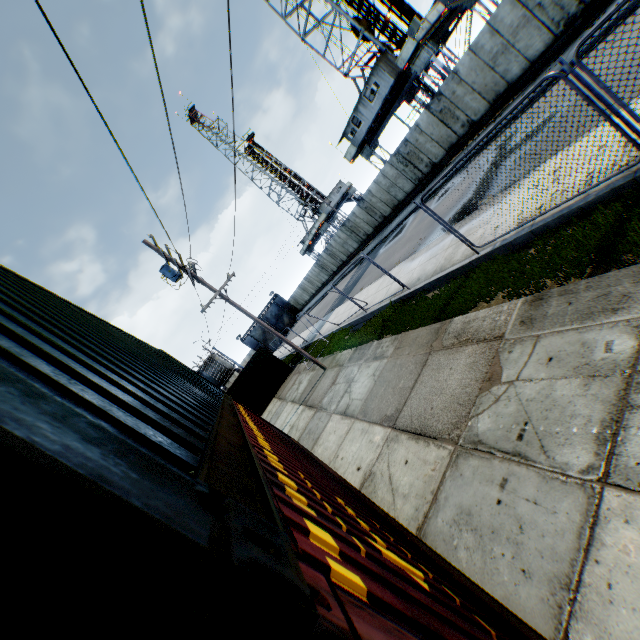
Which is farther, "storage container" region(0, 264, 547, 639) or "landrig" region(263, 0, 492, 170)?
"landrig" region(263, 0, 492, 170)

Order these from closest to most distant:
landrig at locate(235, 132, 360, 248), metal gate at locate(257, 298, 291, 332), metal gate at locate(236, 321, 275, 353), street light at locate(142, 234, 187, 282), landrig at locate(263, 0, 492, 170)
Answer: street light at locate(142, 234, 187, 282) → landrig at locate(263, 0, 492, 170) → landrig at locate(235, 132, 360, 248) → metal gate at locate(236, 321, 275, 353) → metal gate at locate(257, 298, 291, 332)

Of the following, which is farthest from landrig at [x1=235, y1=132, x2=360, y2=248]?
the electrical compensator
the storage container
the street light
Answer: the storage container

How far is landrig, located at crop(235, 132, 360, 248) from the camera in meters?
52.3

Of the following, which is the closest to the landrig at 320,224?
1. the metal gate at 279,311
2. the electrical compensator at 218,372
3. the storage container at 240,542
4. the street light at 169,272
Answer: the metal gate at 279,311

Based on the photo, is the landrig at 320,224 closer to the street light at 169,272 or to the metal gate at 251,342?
the metal gate at 251,342

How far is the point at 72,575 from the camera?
0.43m

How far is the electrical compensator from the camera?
31.4m
